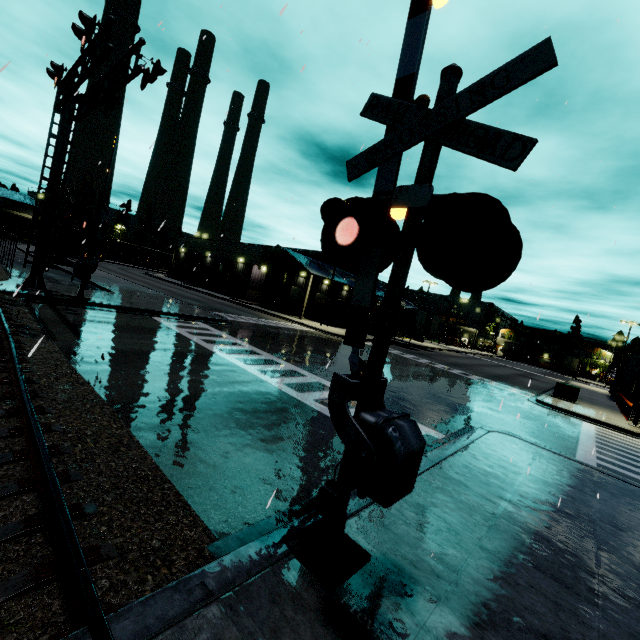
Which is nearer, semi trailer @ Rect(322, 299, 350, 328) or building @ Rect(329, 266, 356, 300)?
building @ Rect(329, 266, 356, 300)

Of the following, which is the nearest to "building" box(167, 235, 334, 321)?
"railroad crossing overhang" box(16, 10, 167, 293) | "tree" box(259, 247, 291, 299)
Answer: "tree" box(259, 247, 291, 299)

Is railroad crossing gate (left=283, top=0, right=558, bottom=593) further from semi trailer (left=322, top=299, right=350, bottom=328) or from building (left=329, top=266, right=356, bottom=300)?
semi trailer (left=322, top=299, right=350, bottom=328)

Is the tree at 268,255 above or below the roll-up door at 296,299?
above

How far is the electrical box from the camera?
21.7 meters

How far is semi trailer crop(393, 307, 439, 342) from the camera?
36.3m

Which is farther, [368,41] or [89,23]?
[89,23]

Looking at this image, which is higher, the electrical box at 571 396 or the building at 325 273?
the building at 325 273
